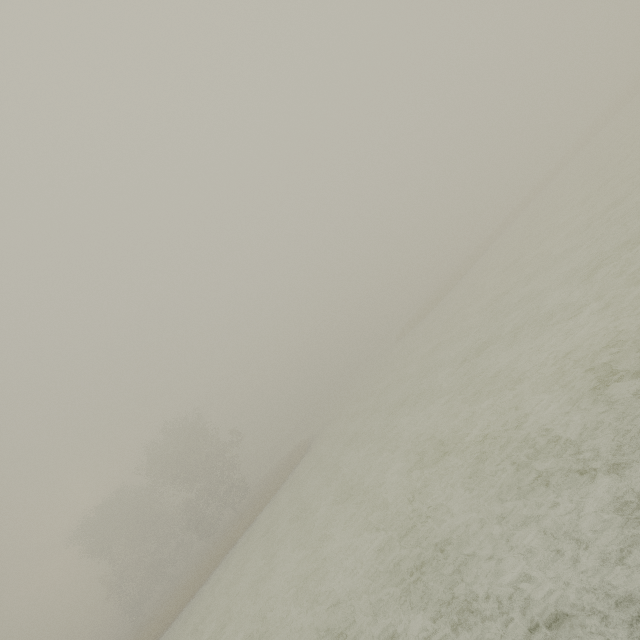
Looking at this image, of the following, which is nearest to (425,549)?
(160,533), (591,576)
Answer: (591,576)
